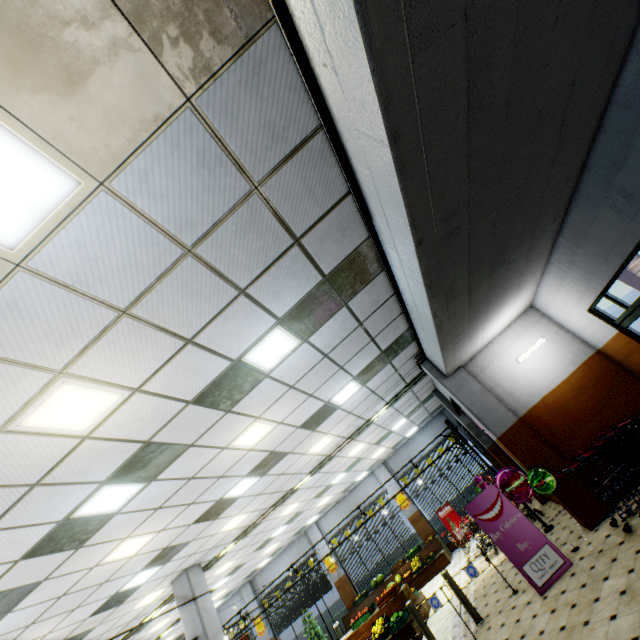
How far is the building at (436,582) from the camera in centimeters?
1181cm

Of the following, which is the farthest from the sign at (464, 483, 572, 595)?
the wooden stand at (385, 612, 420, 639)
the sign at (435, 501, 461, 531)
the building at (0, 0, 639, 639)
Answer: the sign at (435, 501, 461, 531)

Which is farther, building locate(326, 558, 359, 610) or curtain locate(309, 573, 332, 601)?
curtain locate(309, 573, 332, 601)

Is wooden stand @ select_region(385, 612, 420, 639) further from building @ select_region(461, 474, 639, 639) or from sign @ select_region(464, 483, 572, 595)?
sign @ select_region(464, 483, 572, 595)

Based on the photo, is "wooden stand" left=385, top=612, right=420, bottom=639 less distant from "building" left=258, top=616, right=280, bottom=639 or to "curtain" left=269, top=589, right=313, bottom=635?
"building" left=258, top=616, right=280, bottom=639

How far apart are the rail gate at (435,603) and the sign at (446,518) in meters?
9.4 m

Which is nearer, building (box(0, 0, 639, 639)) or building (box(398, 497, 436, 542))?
building (box(0, 0, 639, 639))

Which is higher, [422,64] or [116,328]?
[116,328]
